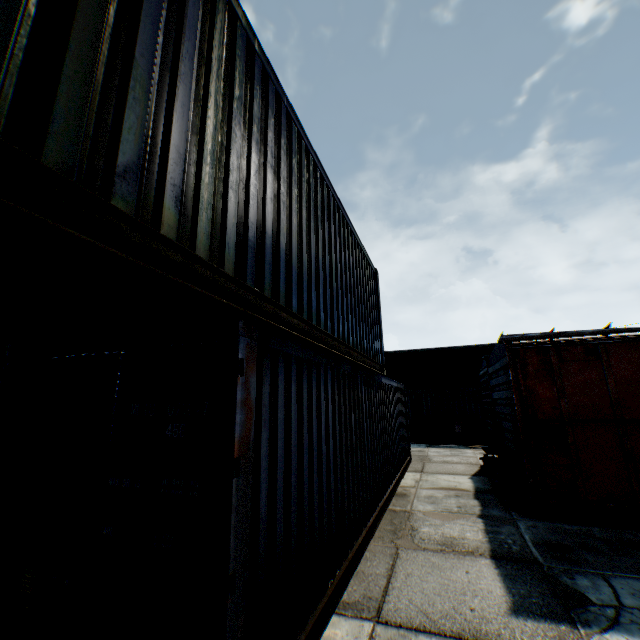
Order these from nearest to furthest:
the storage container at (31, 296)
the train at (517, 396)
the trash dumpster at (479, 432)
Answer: the storage container at (31, 296)
the train at (517, 396)
the trash dumpster at (479, 432)

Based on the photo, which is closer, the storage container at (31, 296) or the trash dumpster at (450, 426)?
the storage container at (31, 296)

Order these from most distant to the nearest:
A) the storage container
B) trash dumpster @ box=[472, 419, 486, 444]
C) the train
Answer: trash dumpster @ box=[472, 419, 486, 444] → the train → the storage container

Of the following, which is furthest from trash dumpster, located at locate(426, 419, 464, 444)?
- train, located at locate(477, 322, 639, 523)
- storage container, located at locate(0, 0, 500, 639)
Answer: storage container, located at locate(0, 0, 500, 639)

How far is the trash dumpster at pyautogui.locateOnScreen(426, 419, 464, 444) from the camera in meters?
17.4 m

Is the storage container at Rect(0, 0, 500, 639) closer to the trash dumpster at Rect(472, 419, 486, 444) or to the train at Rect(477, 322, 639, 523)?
the train at Rect(477, 322, 639, 523)

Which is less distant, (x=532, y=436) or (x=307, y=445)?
(x=307, y=445)
